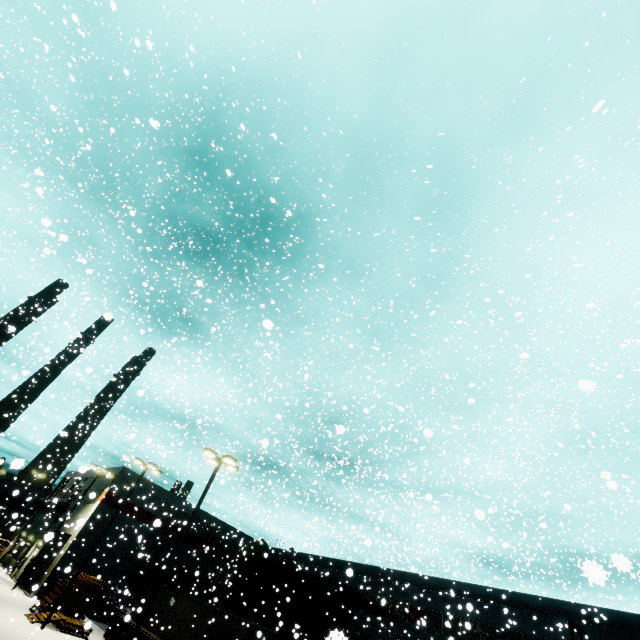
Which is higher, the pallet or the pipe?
the pipe

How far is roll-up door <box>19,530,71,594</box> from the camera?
28.9m

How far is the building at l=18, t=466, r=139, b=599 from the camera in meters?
26.7 m

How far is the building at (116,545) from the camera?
29.3m

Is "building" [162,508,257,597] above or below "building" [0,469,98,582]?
above

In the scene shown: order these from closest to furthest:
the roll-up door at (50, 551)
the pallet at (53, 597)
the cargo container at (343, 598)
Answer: the pallet at (53, 597) < the cargo container at (343, 598) < the roll-up door at (50, 551)

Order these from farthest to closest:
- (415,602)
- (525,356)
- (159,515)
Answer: (159,515) < (415,602) < (525,356)
